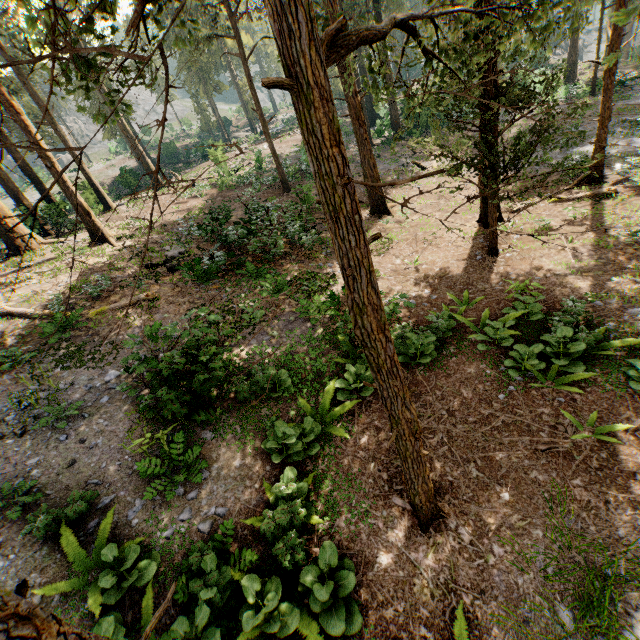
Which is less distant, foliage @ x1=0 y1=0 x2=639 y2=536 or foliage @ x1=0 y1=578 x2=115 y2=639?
foliage @ x1=0 y1=578 x2=115 y2=639

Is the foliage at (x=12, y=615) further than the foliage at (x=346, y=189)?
No

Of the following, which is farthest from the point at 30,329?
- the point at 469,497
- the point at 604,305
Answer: the point at 604,305
